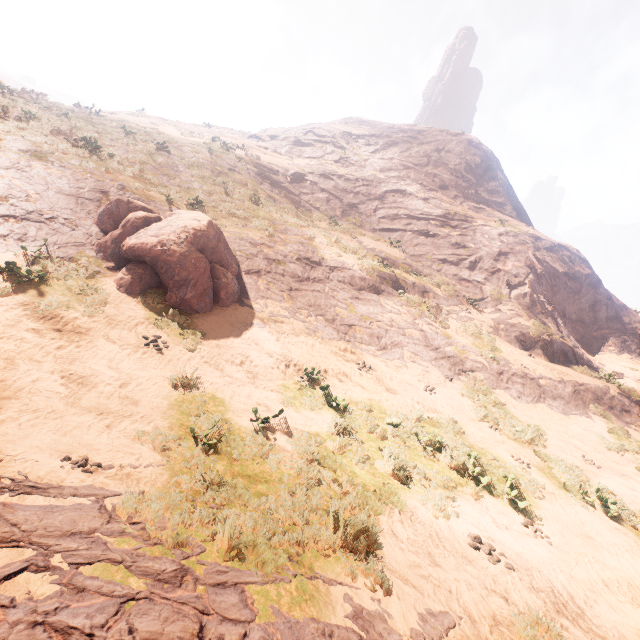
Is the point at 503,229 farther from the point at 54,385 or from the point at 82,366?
the point at 54,385

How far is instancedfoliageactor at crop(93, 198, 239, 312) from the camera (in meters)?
10.19

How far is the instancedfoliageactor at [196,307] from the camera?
10.19m

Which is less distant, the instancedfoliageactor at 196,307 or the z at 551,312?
the z at 551,312

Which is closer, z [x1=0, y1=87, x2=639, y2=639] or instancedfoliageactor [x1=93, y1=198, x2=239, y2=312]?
z [x1=0, y1=87, x2=639, y2=639]
